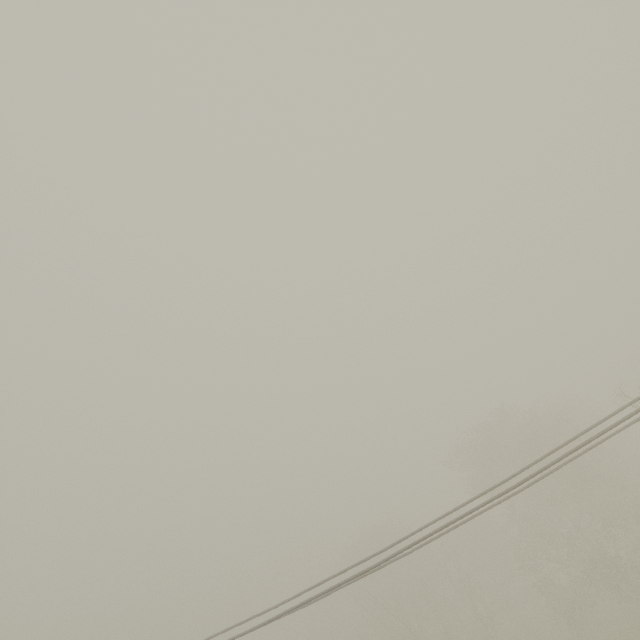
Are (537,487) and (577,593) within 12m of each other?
yes
